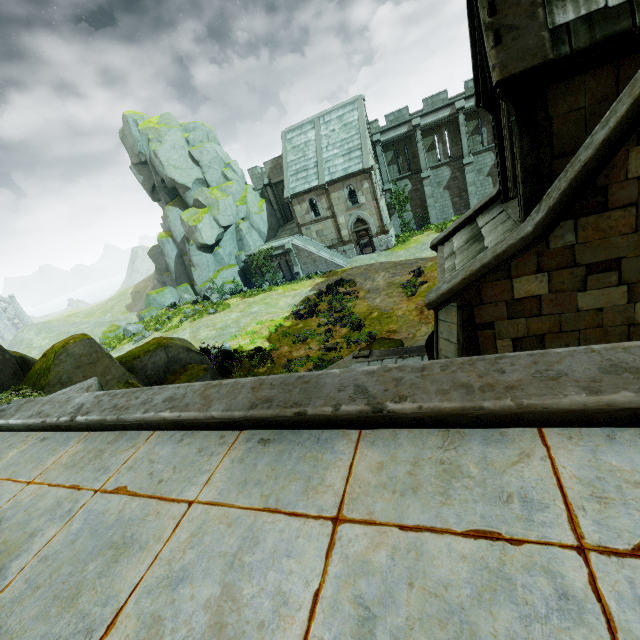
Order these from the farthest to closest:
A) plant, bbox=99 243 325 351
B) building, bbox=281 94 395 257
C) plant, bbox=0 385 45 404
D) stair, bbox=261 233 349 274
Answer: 1. stair, bbox=261 233 349 274
2. building, bbox=281 94 395 257
3. plant, bbox=99 243 325 351
4. plant, bbox=0 385 45 404

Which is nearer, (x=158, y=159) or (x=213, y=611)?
(x=213, y=611)

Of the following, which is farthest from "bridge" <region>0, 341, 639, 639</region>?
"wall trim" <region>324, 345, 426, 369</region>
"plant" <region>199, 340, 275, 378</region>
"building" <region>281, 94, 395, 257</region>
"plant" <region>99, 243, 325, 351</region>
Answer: "building" <region>281, 94, 395, 257</region>

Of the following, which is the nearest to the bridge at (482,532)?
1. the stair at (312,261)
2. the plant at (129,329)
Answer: the plant at (129,329)

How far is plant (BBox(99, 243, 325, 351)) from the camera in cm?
2686

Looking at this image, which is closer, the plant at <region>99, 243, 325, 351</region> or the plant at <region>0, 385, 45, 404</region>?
the plant at <region>0, 385, 45, 404</region>

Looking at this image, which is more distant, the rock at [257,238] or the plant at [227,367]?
the rock at [257,238]

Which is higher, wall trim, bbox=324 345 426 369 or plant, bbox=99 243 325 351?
plant, bbox=99 243 325 351
